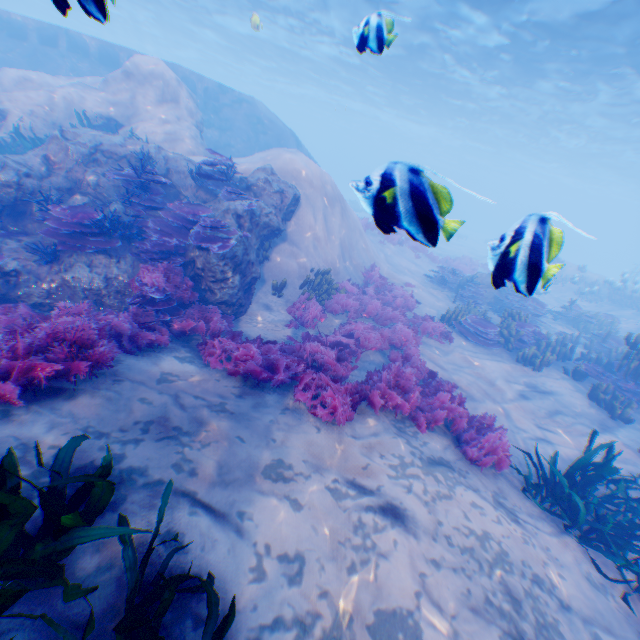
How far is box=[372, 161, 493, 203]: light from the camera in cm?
200

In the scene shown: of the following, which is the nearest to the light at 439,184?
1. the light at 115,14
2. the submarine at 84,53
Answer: the submarine at 84,53

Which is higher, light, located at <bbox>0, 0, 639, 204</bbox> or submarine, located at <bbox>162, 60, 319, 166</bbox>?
light, located at <bbox>0, 0, 639, 204</bbox>

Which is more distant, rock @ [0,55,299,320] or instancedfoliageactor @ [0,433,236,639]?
rock @ [0,55,299,320]

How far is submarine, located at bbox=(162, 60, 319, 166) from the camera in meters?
18.8

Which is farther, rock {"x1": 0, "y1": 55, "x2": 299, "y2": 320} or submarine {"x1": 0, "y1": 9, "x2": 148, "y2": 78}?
submarine {"x1": 0, "y1": 9, "x2": 148, "y2": 78}

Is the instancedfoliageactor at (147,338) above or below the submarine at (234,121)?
below

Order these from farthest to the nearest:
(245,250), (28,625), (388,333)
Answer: (388,333)
(245,250)
(28,625)
